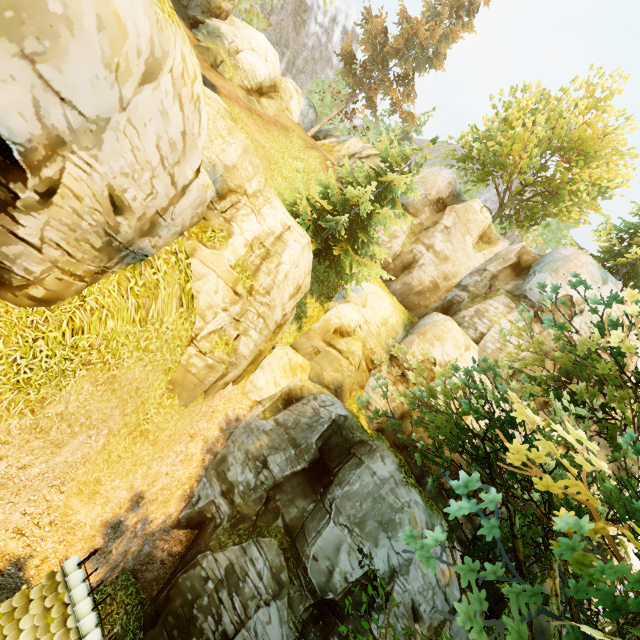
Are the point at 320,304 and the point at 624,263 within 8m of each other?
no

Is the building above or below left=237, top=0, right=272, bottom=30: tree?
below

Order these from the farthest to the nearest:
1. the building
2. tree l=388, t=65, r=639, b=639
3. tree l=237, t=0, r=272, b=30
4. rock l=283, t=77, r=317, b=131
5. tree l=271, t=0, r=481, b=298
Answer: tree l=237, t=0, r=272, b=30, rock l=283, t=77, r=317, b=131, tree l=271, t=0, r=481, b=298, the building, tree l=388, t=65, r=639, b=639

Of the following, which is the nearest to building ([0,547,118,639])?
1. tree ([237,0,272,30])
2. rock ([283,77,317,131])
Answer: tree ([237,0,272,30])

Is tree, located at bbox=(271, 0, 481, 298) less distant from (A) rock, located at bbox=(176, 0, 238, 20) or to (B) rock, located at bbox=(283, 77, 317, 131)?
(B) rock, located at bbox=(283, 77, 317, 131)

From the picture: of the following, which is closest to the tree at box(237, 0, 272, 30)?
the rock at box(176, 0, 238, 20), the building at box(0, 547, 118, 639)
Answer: the building at box(0, 547, 118, 639)

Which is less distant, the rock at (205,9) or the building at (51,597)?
the building at (51,597)

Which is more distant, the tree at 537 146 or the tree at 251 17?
the tree at 251 17
